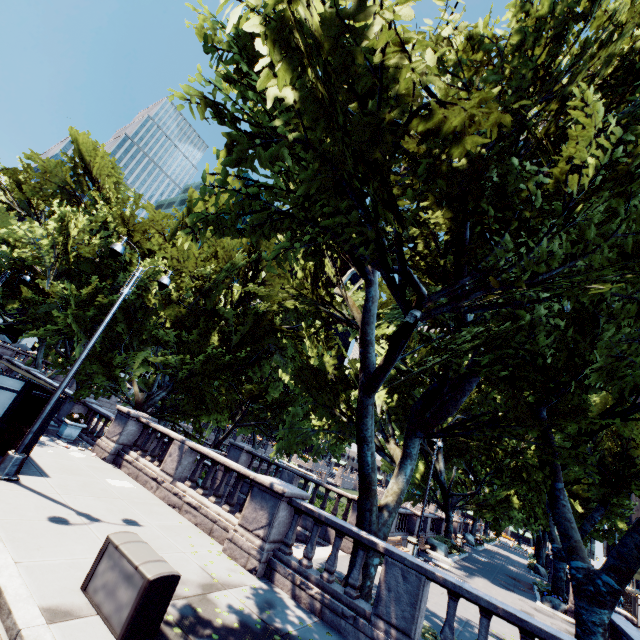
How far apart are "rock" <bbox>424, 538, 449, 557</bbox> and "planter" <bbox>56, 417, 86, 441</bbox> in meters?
24.4

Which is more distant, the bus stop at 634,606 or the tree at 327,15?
the bus stop at 634,606

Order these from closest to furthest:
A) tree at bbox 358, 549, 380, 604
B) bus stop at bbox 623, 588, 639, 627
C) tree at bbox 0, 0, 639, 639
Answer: tree at bbox 0, 0, 639, 639 → tree at bbox 358, 549, 380, 604 → bus stop at bbox 623, 588, 639, 627

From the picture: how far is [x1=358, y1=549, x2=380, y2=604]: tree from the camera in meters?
8.5 m

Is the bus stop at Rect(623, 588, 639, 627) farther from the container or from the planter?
the planter

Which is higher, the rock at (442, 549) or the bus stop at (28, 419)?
the bus stop at (28, 419)

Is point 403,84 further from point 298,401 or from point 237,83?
point 298,401

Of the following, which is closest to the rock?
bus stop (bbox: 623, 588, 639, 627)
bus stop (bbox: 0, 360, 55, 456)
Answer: bus stop (bbox: 623, 588, 639, 627)
